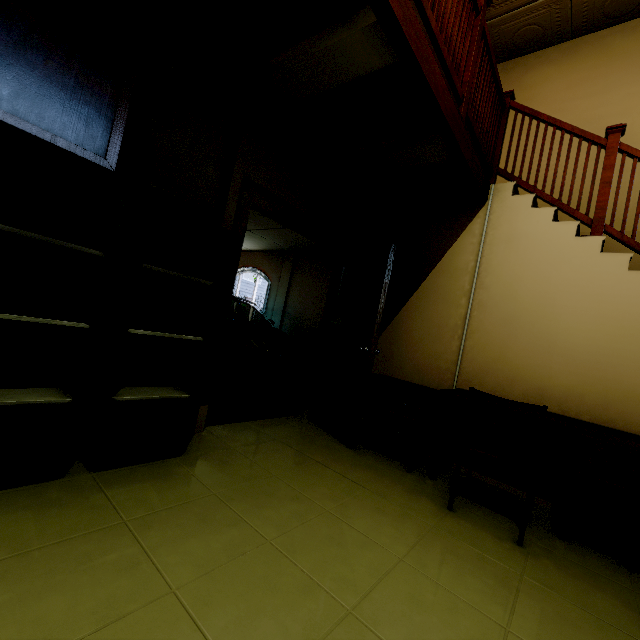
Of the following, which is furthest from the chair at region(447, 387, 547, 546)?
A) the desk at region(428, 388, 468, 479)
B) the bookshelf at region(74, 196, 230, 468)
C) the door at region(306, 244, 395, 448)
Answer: the bookshelf at region(74, 196, 230, 468)

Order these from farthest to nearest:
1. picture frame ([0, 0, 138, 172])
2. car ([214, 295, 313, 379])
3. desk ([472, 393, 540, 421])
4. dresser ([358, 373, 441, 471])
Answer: car ([214, 295, 313, 379]), dresser ([358, 373, 441, 471]), desk ([472, 393, 540, 421]), picture frame ([0, 0, 138, 172])

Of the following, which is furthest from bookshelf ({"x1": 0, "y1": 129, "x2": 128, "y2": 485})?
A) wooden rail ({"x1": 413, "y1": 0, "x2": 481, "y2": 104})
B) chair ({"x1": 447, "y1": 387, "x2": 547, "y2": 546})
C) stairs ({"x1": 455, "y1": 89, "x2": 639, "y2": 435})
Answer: stairs ({"x1": 455, "y1": 89, "x2": 639, "y2": 435})

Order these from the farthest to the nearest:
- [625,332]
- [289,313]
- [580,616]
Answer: [289,313] < [625,332] < [580,616]

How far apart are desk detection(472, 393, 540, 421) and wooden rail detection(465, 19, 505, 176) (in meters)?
2.31

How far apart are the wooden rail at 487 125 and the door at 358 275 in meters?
1.2

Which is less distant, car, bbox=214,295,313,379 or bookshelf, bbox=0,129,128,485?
bookshelf, bbox=0,129,128,485

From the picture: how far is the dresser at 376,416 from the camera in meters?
2.9 m
